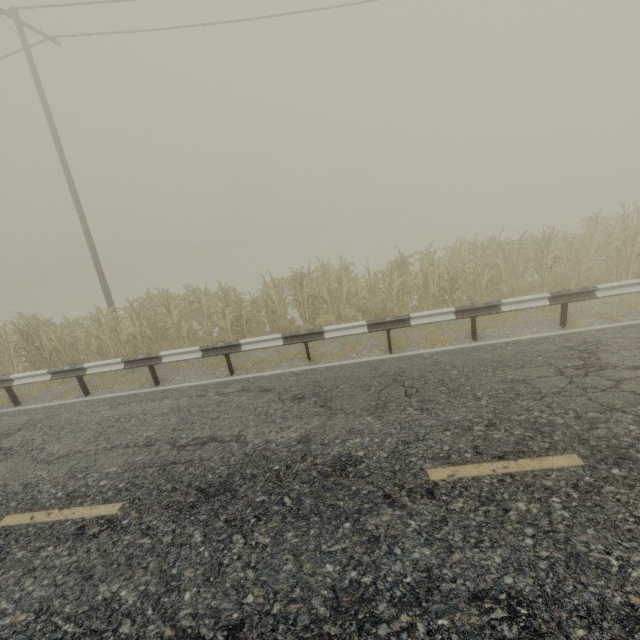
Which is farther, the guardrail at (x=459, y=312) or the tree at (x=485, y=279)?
the tree at (x=485, y=279)

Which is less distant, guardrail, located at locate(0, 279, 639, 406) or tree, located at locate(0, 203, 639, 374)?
guardrail, located at locate(0, 279, 639, 406)

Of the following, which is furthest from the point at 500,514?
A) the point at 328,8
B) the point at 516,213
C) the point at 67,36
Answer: the point at 516,213
